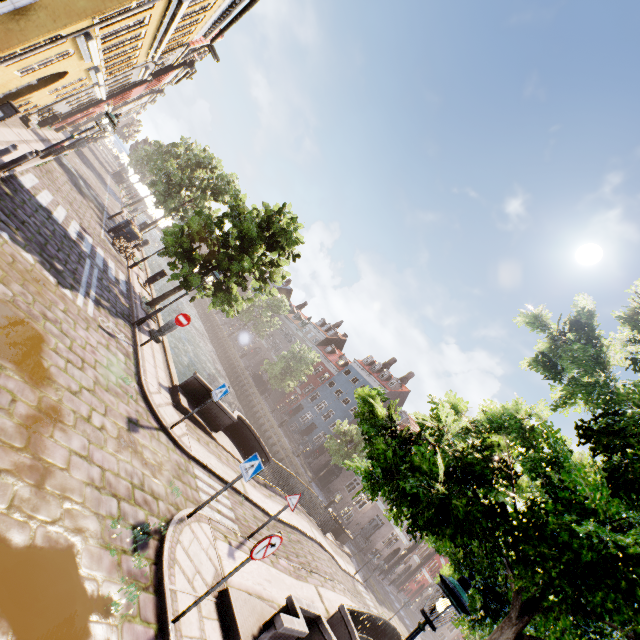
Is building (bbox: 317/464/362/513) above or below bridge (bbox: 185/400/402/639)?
above

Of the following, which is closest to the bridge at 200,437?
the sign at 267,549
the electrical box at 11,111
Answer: the sign at 267,549

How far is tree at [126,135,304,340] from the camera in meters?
14.5 m

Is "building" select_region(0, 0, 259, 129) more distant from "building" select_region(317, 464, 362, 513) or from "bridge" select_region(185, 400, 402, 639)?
"building" select_region(317, 464, 362, 513)

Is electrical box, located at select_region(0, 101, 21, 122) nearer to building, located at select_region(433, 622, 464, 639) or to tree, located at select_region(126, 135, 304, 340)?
tree, located at select_region(126, 135, 304, 340)

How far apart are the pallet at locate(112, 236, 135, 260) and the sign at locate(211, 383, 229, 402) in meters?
13.0

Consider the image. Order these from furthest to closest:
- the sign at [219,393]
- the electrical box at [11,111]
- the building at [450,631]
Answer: the building at [450,631] → the electrical box at [11,111] → the sign at [219,393]

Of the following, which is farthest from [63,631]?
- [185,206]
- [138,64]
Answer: [185,206]
